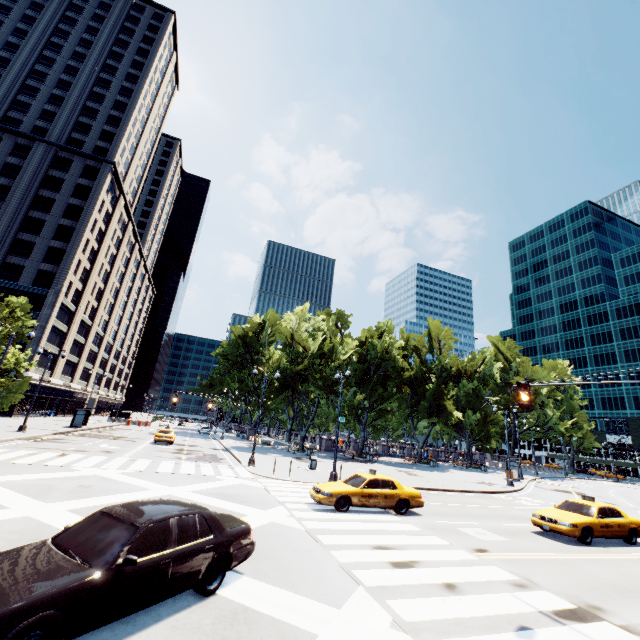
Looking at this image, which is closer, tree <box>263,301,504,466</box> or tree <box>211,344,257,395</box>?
tree <box>263,301,504,466</box>

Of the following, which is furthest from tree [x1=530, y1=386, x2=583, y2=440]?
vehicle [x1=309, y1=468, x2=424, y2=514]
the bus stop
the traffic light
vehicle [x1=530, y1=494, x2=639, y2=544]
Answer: the traffic light

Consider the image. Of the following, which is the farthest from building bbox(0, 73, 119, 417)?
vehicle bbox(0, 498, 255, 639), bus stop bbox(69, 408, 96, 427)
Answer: vehicle bbox(0, 498, 255, 639)

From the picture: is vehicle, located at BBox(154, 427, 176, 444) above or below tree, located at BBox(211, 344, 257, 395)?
below

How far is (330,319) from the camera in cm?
4925

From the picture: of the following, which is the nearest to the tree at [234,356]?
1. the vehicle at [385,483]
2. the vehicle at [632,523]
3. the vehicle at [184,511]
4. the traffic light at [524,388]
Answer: the vehicle at [385,483]

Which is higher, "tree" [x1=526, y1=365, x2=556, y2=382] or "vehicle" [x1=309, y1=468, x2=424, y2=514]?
"tree" [x1=526, y1=365, x2=556, y2=382]

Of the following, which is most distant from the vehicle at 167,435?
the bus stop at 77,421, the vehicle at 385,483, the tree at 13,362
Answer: the vehicle at 385,483
